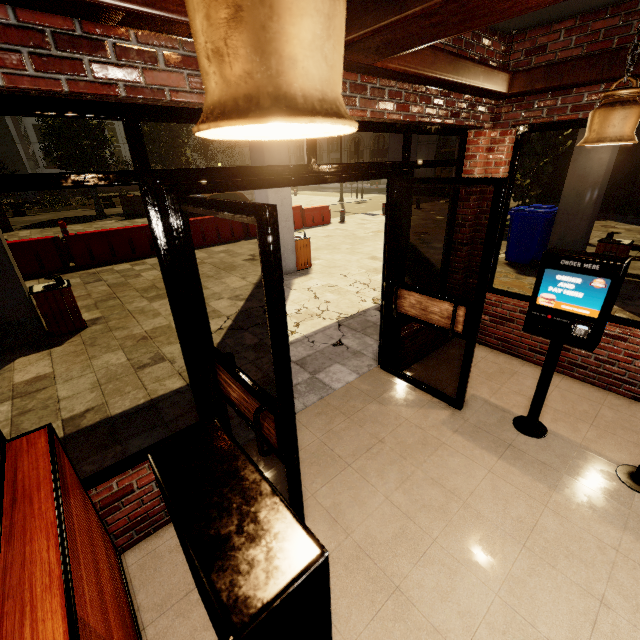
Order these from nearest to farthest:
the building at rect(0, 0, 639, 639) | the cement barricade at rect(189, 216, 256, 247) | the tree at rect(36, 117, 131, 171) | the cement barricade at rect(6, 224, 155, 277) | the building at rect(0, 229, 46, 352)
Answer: the building at rect(0, 0, 639, 639), the building at rect(0, 229, 46, 352), the cement barricade at rect(6, 224, 155, 277), the cement barricade at rect(189, 216, 256, 247), the tree at rect(36, 117, 131, 171)

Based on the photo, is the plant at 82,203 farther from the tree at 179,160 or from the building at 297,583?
the building at 297,583

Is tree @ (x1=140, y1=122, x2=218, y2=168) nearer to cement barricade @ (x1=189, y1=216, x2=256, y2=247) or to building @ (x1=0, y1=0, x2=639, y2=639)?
building @ (x1=0, y1=0, x2=639, y2=639)

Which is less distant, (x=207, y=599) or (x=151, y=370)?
(x=207, y=599)

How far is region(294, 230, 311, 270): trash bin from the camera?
7.9 meters

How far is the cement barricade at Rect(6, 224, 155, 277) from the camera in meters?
8.4

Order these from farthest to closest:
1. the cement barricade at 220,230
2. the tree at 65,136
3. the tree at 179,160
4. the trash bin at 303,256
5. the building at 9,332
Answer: the tree at 179,160
the tree at 65,136
the cement barricade at 220,230
the trash bin at 303,256
the building at 9,332

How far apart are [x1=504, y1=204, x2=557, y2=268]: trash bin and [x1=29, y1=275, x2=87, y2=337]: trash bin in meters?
9.0 m
